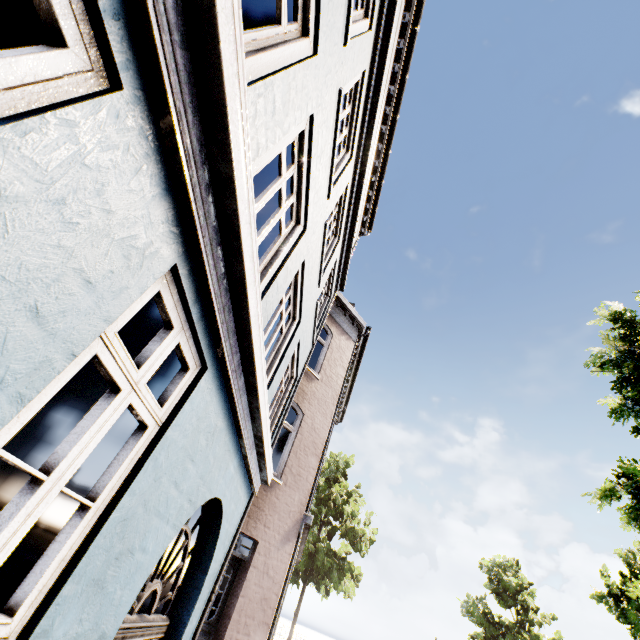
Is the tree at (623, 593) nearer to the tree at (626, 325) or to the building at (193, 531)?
the tree at (626, 325)

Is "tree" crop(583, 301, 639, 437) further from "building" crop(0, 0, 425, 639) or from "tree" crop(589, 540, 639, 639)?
"building" crop(0, 0, 425, 639)

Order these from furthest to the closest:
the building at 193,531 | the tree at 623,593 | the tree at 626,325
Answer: the tree at 623,593
the tree at 626,325
the building at 193,531

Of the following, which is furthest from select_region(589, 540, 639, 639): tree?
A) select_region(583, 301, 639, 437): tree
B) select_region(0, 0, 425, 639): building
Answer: select_region(0, 0, 425, 639): building

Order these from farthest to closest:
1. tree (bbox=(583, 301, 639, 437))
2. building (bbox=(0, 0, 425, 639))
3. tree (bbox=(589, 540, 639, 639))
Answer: tree (bbox=(589, 540, 639, 639))
tree (bbox=(583, 301, 639, 437))
building (bbox=(0, 0, 425, 639))

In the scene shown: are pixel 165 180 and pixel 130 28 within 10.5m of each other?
yes

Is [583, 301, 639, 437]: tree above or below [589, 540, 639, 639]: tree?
above
